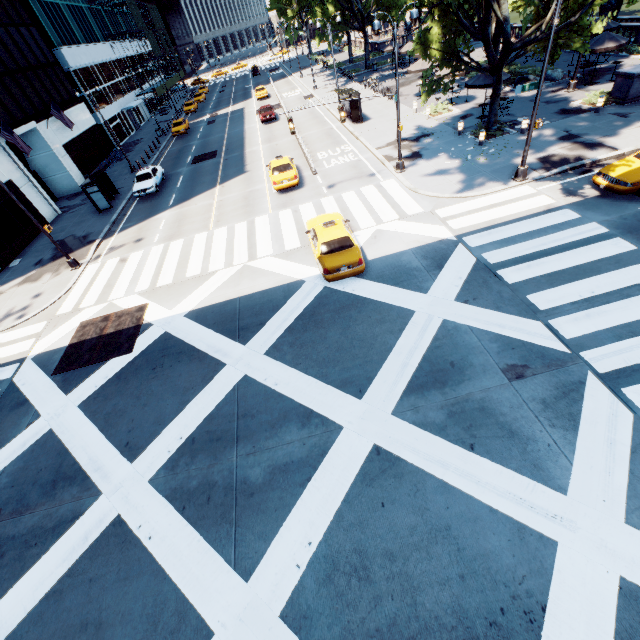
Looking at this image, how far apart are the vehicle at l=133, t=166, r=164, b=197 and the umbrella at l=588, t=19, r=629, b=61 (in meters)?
33.50

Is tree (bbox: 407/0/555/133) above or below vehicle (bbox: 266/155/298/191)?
above

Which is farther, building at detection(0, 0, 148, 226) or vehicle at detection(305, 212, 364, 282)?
building at detection(0, 0, 148, 226)

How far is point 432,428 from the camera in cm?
842

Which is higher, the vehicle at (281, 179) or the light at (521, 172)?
the vehicle at (281, 179)

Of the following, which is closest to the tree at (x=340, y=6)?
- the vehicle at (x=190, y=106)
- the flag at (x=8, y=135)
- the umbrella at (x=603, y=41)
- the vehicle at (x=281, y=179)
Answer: the umbrella at (x=603, y=41)

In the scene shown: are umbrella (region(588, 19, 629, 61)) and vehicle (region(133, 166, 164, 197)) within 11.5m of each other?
no

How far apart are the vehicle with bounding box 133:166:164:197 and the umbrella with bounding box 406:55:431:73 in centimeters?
2463cm
